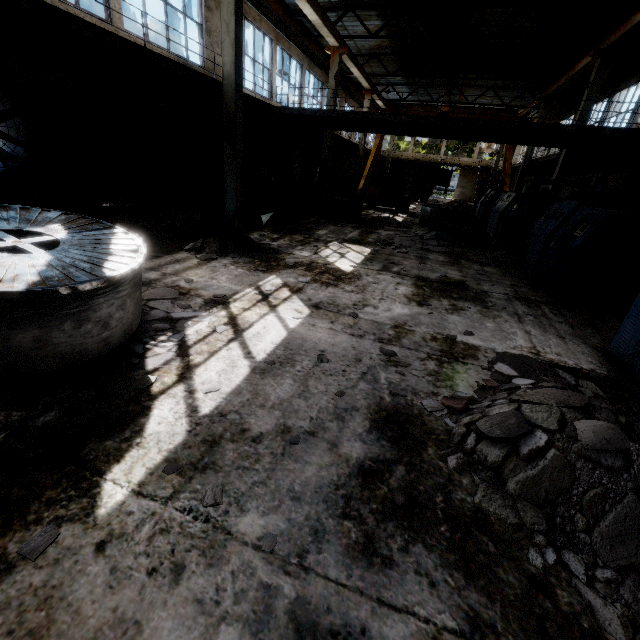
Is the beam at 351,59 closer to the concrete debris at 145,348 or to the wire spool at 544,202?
the concrete debris at 145,348

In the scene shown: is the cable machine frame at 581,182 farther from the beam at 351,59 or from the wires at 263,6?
the wires at 263,6

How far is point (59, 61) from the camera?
8.0 meters

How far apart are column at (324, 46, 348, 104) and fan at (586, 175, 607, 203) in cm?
1485

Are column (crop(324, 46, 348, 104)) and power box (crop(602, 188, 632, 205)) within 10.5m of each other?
no

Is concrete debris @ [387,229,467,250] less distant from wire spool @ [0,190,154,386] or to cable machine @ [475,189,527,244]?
cable machine @ [475,189,527,244]

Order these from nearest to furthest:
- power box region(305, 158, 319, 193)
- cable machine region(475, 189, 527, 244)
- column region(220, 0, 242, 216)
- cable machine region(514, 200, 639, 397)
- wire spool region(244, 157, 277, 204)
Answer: cable machine region(514, 200, 639, 397) → column region(220, 0, 242, 216) → cable machine region(475, 189, 527, 244) → wire spool region(244, 157, 277, 204) → power box region(305, 158, 319, 193)

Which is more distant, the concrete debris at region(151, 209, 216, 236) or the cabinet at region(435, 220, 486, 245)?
the cabinet at region(435, 220, 486, 245)
